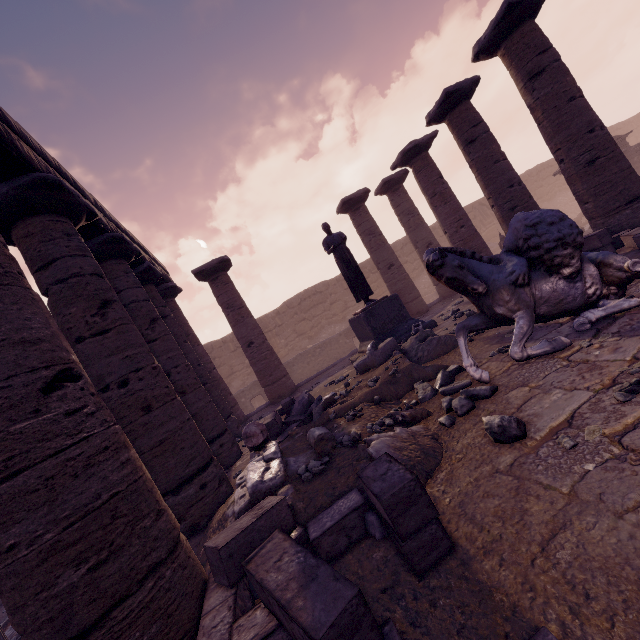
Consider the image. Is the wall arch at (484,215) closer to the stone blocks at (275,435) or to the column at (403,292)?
the column at (403,292)

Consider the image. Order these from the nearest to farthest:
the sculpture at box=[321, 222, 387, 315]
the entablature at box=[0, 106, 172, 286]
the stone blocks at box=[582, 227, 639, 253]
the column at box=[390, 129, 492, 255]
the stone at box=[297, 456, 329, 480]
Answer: the stone at box=[297, 456, 329, 480]
the entablature at box=[0, 106, 172, 286]
the stone blocks at box=[582, 227, 639, 253]
the sculpture at box=[321, 222, 387, 315]
the column at box=[390, 129, 492, 255]

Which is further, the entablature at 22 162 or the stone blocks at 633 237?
the stone blocks at 633 237

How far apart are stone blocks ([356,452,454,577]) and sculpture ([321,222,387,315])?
6.56m

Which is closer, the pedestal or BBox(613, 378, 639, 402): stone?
BBox(613, 378, 639, 402): stone

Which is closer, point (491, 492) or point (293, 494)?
point (491, 492)

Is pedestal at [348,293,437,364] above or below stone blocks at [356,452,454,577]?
above

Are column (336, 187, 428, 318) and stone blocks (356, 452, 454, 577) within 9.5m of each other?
no
